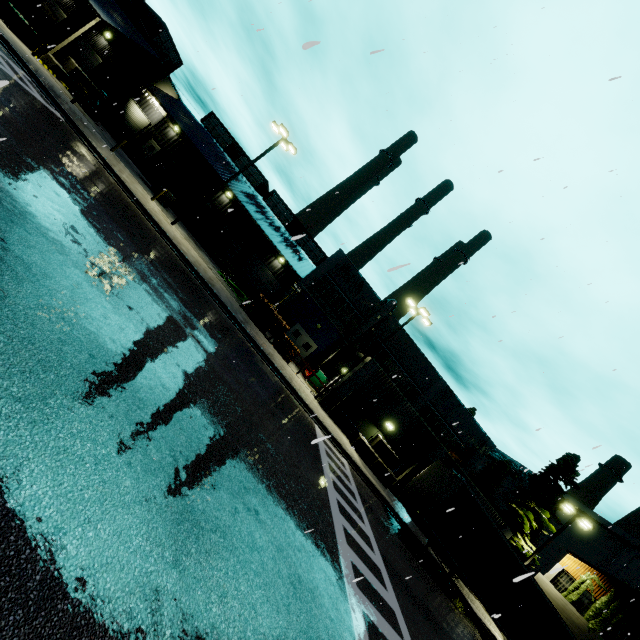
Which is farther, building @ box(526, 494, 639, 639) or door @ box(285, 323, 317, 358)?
door @ box(285, 323, 317, 358)

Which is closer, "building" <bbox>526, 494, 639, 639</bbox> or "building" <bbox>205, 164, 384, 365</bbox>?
"building" <bbox>526, 494, 639, 639</bbox>

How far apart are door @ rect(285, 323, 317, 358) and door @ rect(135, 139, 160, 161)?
25.6m

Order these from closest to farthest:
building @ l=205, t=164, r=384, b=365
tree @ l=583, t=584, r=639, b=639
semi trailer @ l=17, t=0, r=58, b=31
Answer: tree @ l=583, t=584, r=639, b=639, semi trailer @ l=17, t=0, r=58, b=31, building @ l=205, t=164, r=384, b=365

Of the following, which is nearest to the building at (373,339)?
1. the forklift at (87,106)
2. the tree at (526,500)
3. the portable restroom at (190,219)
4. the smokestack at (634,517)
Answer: the tree at (526,500)

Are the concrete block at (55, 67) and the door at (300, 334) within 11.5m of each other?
no

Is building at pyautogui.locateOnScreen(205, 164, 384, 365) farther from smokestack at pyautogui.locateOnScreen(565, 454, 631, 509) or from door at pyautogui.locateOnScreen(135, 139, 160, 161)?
smokestack at pyautogui.locateOnScreen(565, 454, 631, 509)

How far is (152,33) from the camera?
30.67m
